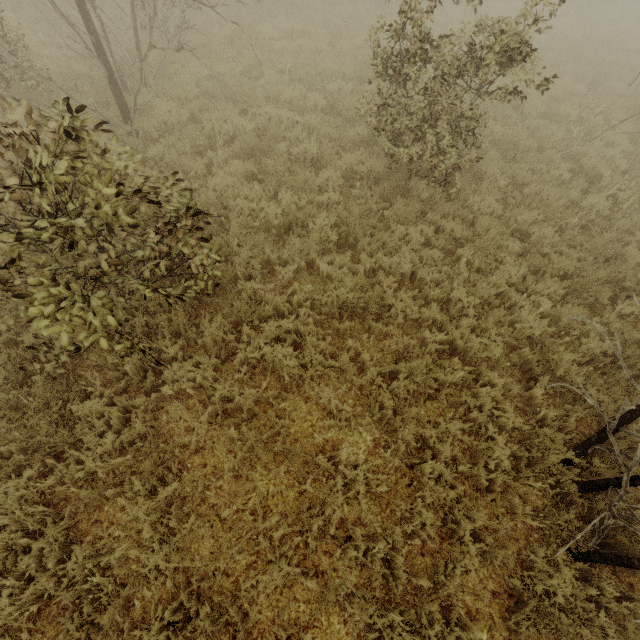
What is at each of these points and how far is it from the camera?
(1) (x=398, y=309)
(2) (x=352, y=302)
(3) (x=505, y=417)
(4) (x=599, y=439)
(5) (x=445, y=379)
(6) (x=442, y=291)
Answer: (1) tree, 4.9 meters
(2) tree, 5.1 meters
(3) tree, 4.4 meters
(4) tree, 4.0 meters
(5) tree, 4.6 meters
(6) tree, 5.3 meters

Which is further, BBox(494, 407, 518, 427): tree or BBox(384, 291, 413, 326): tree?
BBox(384, 291, 413, 326): tree

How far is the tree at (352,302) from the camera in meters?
4.9 m

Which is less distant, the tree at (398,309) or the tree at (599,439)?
the tree at (599,439)

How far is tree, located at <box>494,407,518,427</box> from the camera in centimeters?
425cm

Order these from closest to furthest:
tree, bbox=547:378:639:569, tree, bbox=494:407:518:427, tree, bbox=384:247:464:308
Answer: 1. tree, bbox=547:378:639:569
2. tree, bbox=494:407:518:427
3. tree, bbox=384:247:464:308
